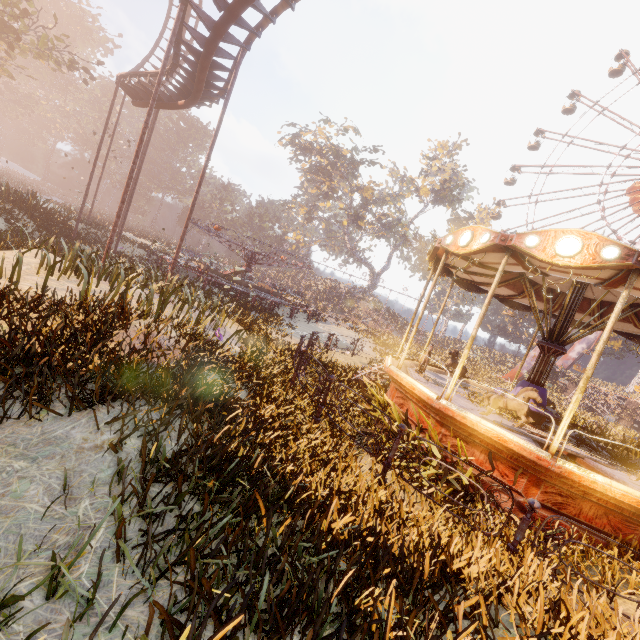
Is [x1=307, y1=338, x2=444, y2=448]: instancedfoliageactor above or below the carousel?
below

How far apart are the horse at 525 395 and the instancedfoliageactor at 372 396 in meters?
3.2 m

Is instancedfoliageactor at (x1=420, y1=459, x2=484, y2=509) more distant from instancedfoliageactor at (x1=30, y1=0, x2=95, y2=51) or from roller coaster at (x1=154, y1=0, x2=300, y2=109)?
instancedfoliageactor at (x1=30, y1=0, x2=95, y2=51)

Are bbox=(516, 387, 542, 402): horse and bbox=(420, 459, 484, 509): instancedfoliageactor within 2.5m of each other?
yes

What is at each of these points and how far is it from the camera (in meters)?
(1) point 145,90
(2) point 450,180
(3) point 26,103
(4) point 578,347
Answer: (1) roller coaster, 16.22
(2) tree, 58.12
(3) instancedfoliageactor, 51.19
(4) metal support, 40.03

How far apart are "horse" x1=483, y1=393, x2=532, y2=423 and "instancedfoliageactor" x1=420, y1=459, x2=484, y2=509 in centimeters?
110cm

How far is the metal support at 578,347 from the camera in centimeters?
3921cm

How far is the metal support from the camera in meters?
39.2 m
